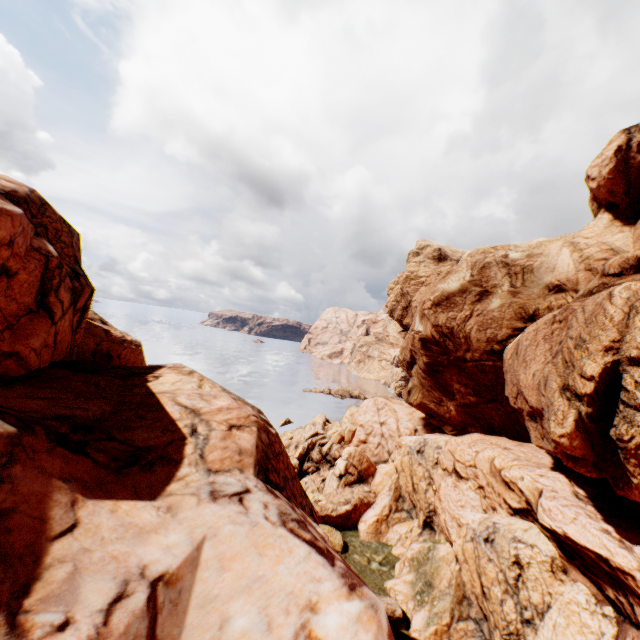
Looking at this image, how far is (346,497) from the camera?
30.8m
